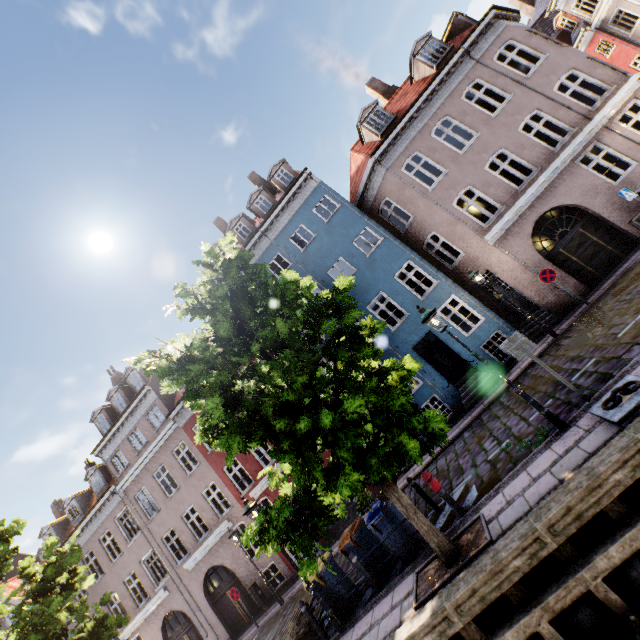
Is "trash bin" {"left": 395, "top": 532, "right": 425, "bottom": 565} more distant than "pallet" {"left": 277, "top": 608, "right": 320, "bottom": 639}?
No

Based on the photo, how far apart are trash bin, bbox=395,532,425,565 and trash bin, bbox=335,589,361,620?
1.6 meters

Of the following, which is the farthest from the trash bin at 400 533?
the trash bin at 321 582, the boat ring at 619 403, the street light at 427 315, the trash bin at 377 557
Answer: the boat ring at 619 403

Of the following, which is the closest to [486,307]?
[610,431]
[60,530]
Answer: [610,431]

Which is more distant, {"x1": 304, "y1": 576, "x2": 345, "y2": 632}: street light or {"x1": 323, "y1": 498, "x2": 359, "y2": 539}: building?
{"x1": 323, "y1": 498, "x2": 359, "y2": 539}: building

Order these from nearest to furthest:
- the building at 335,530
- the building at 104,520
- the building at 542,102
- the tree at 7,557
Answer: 1. the tree at 7,557
2. the building at 542,102
3. the building at 335,530
4. the building at 104,520

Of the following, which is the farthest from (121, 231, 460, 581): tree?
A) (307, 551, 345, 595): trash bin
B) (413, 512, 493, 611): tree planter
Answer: (307, 551, 345, 595): trash bin

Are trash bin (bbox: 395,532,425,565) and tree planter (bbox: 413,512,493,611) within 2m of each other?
yes
